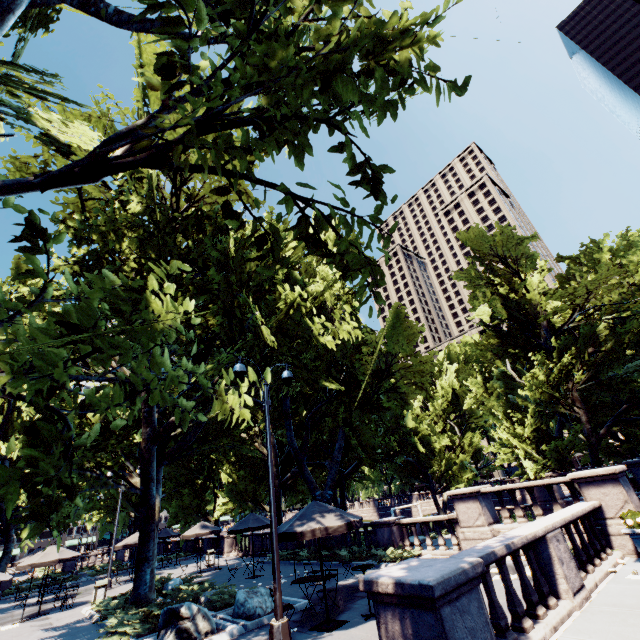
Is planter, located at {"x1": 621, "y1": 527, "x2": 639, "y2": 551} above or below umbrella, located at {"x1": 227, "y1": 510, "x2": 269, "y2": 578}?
below

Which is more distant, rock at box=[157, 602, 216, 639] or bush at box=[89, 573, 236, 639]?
bush at box=[89, 573, 236, 639]

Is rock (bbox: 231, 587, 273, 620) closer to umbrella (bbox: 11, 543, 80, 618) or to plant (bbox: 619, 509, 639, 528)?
plant (bbox: 619, 509, 639, 528)

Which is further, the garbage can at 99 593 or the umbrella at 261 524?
the umbrella at 261 524

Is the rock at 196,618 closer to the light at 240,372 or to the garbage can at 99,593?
the light at 240,372

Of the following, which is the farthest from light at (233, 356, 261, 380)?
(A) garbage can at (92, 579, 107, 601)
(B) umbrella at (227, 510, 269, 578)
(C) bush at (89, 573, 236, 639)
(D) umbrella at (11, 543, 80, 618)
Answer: (D) umbrella at (11, 543, 80, 618)

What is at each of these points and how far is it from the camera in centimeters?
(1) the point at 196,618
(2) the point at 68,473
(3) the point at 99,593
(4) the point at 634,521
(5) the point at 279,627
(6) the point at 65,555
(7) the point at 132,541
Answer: (1) rock, 934cm
(2) tree, 362cm
(3) garbage can, 1666cm
(4) plant, 941cm
(5) light, 763cm
(6) umbrella, 1750cm
(7) umbrella, 2398cm

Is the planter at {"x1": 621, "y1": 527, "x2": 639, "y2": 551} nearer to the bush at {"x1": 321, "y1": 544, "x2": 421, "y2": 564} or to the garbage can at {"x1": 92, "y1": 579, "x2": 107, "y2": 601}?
the bush at {"x1": 321, "y1": 544, "x2": 421, "y2": 564}
